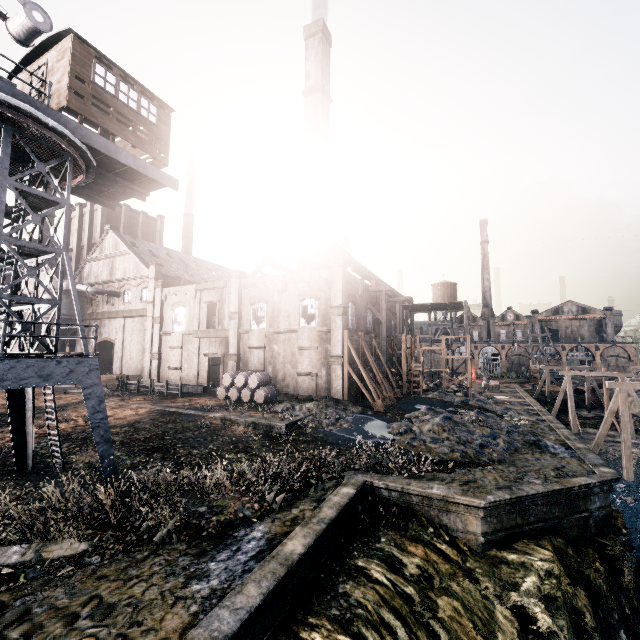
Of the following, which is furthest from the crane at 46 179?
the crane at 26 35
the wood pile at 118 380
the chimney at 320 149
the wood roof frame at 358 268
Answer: the wood roof frame at 358 268

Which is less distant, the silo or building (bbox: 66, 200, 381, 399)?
building (bbox: 66, 200, 381, 399)

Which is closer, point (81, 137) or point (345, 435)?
point (81, 137)

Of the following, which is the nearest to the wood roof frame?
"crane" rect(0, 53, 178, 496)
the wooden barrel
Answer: the wooden barrel

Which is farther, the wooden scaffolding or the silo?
the silo

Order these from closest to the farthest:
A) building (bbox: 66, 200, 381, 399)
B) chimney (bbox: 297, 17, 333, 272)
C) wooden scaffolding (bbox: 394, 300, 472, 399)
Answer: building (bbox: 66, 200, 381, 399)
chimney (bbox: 297, 17, 333, 272)
wooden scaffolding (bbox: 394, 300, 472, 399)

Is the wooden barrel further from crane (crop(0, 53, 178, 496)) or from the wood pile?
crane (crop(0, 53, 178, 496))

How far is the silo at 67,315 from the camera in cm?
4384
